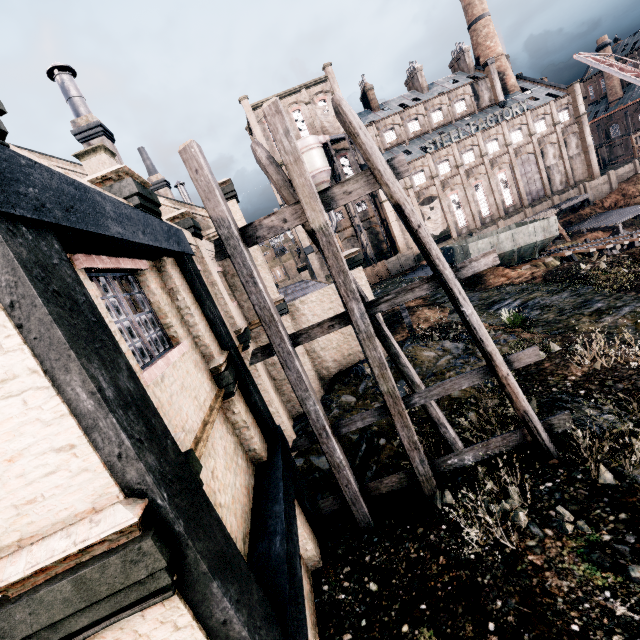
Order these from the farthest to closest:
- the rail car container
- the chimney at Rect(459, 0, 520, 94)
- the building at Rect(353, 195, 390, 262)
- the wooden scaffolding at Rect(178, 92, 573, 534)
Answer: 1. the chimney at Rect(459, 0, 520, 94)
2. the building at Rect(353, 195, 390, 262)
3. the rail car container
4. the wooden scaffolding at Rect(178, 92, 573, 534)

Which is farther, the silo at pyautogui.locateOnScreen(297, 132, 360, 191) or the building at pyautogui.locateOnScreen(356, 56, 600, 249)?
the building at pyautogui.locateOnScreen(356, 56, 600, 249)

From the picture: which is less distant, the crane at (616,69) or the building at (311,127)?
the crane at (616,69)

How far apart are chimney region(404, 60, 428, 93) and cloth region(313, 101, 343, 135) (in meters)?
16.07

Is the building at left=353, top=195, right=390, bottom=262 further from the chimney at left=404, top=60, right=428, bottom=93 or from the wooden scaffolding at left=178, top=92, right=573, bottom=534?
the wooden scaffolding at left=178, top=92, right=573, bottom=534

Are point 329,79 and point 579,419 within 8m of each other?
no

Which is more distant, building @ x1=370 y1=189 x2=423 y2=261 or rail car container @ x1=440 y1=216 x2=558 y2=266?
building @ x1=370 y1=189 x2=423 y2=261

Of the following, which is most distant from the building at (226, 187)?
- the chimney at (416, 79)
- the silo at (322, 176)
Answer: the chimney at (416, 79)
